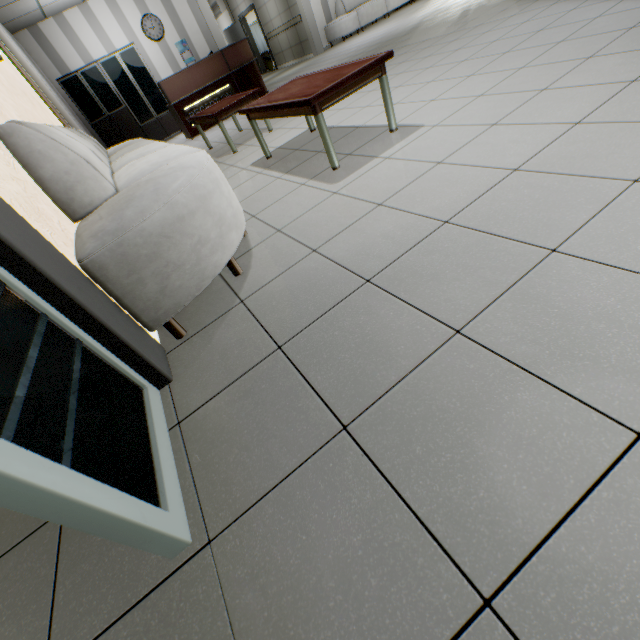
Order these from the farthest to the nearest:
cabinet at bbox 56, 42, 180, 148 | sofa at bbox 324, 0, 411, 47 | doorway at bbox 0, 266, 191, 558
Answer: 1. sofa at bbox 324, 0, 411, 47
2. cabinet at bbox 56, 42, 180, 148
3. doorway at bbox 0, 266, 191, 558

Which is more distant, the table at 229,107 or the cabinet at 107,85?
the cabinet at 107,85

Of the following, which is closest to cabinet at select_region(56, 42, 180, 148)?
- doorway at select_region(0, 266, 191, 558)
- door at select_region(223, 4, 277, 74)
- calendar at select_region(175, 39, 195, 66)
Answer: calendar at select_region(175, 39, 195, 66)

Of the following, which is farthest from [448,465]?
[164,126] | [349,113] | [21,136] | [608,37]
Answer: [164,126]

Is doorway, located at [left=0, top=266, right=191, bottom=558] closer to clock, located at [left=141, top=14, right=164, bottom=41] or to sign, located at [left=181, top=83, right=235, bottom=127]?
sign, located at [left=181, top=83, right=235, bottom=127]

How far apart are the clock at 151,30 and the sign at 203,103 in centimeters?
359cm

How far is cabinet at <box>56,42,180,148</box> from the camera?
8.4 meters

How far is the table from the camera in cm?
234
